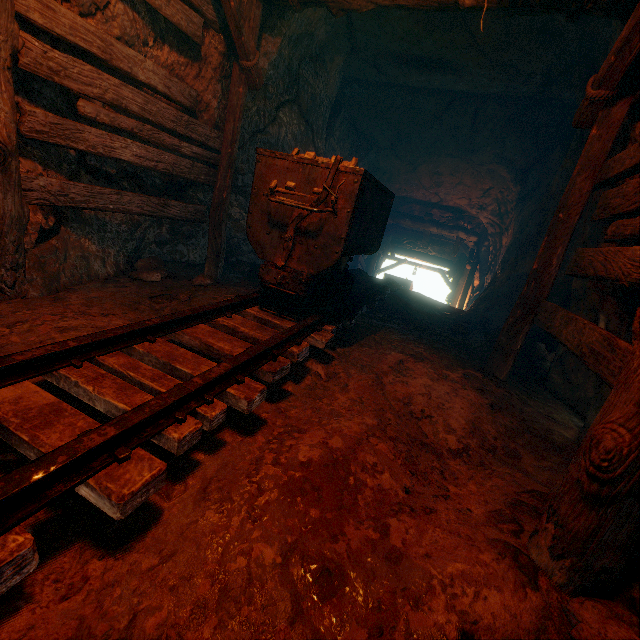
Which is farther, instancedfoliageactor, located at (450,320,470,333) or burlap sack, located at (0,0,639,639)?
instancedfoliageactor, located at (450,320,470,333)

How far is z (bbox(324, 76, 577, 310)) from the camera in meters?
7.2 m

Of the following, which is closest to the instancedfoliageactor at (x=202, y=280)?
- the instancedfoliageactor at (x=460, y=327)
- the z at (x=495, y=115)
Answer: the instancedfoliageactor at (x=460, y=327)

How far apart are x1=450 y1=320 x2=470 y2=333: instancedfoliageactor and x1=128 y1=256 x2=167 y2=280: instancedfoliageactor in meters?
4.5 m

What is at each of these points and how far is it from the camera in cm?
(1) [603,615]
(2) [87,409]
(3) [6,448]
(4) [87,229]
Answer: (1) instancedfoliageactor, 107
(2) burlap sack, 175
(3) burlap sack, 140
(4) burlap sack, 360

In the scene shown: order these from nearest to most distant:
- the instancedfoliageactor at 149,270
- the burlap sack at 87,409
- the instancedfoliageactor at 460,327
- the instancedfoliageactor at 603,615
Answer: the instancedfoliageactor at 603,615
the burlap sack at 87,409
the instancedfoliageactor at 149,270
the instancedfoliageactor at 460,327

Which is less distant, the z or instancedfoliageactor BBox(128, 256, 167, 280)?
instancedfoliageactor BBox(128, 256, 167, 280)

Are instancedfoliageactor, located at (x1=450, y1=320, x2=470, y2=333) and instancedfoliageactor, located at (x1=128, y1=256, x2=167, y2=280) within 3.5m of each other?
no
